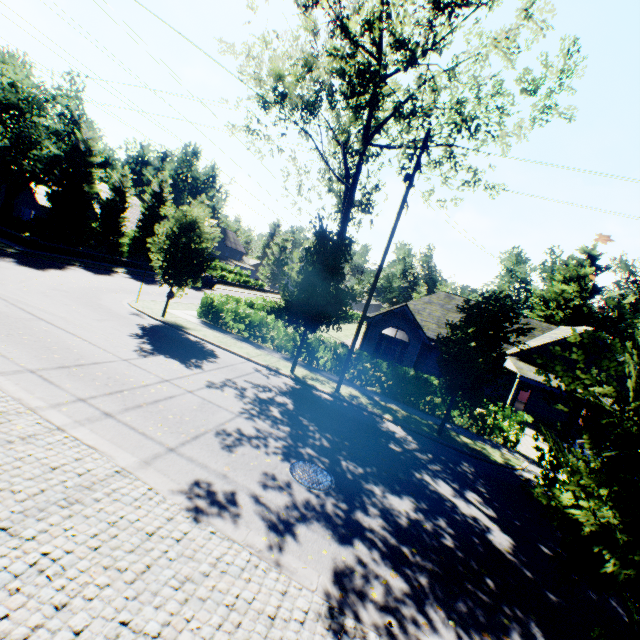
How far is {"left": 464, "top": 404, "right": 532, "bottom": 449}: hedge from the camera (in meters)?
14.96

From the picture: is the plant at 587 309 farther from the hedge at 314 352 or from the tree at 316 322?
the hedge at 314 352

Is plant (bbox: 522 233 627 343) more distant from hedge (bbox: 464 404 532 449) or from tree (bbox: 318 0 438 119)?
hedge (bbox: 464 404 532 449)

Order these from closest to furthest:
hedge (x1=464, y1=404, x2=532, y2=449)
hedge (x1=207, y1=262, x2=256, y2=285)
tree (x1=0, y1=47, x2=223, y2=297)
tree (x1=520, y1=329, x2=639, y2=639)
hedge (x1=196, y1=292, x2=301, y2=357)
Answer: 1. tree (x1=520, y1=329, x2=639, y2=639)
2. hedge (x1=464, y1=404, x2=532, y2=449)
3. tree (x1=0, y1=47, x2=223, y2=297)
4. hedge (x1=196, y1=292, x2=301, y2=357)
5. hedge (x1=207, y1=262, x2=256, y2=285)

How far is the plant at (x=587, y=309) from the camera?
47.00m

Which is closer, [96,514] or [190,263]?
[96,514]

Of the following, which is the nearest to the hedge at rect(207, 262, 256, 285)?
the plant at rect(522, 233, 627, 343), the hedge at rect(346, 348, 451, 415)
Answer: the plant at rect(522, 233, 627, 343)
